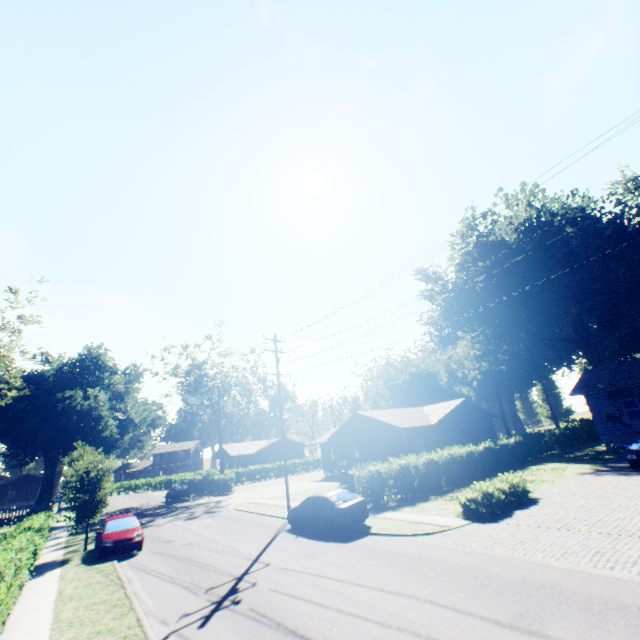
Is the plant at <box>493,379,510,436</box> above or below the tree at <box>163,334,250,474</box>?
below

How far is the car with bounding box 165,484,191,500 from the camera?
38.47m

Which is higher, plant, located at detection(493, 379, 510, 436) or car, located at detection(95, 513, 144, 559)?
plant, located at detection(493, 379, 510, 436)

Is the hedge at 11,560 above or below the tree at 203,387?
below

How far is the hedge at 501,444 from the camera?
20.1 meters

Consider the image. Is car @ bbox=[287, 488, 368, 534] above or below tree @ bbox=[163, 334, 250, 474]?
below

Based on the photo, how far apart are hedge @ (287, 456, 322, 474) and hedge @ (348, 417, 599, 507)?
35.35m

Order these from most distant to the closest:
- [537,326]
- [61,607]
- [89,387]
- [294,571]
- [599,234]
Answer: [89,387]
[537,326]
[599,234]
[294,571]
[61,607]
